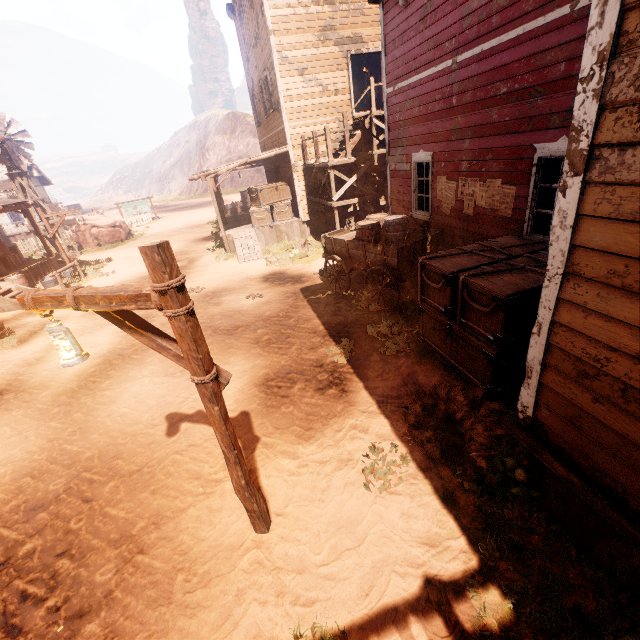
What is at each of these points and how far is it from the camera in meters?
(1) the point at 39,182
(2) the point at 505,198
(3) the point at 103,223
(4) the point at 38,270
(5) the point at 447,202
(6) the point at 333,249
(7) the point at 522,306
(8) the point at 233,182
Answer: (1) building, 35.5 m
(2) poster, 6.3 m
(3) instancedfoliageactor, 23.2 m
(4) building, 15.7 m
(5) poster, 8.0 m
(6) carraige, 9.1 m
(7) wooden box, 4.4 m
(8) z, 54.0 m

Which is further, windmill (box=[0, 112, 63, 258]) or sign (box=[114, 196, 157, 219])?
sign (box=[114, 196, 157, 219])

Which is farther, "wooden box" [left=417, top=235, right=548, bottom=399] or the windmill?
the windmill

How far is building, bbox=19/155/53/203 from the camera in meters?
32.6 m

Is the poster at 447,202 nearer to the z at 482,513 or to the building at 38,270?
the building at 38,270

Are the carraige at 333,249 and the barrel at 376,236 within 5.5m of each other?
yes

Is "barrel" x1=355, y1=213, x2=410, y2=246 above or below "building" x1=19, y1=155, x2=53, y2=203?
below

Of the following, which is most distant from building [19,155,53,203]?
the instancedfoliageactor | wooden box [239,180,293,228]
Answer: the instancedfoliageactor
